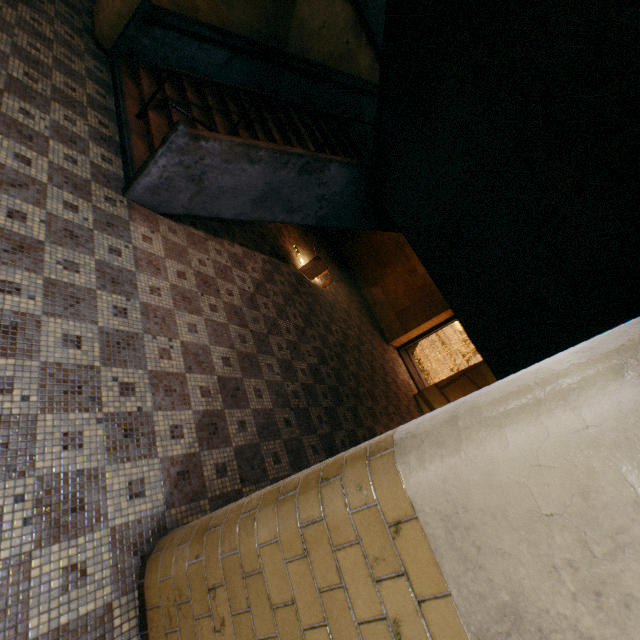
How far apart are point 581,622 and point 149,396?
3.0m

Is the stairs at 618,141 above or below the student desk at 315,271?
above

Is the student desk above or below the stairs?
below

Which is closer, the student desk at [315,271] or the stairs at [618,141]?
the stairs at [618,141]

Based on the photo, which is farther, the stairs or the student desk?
the student desk

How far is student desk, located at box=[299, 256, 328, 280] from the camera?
7.42m
